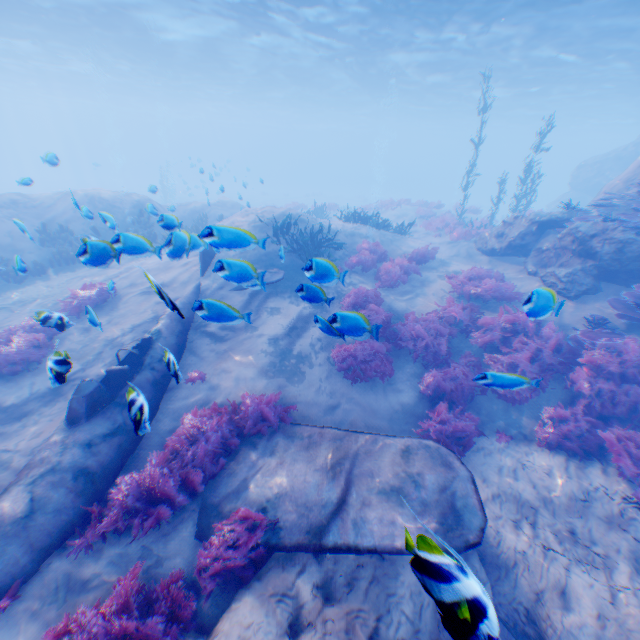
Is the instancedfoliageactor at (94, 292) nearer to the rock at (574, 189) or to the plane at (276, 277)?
the plane at (276, 277)

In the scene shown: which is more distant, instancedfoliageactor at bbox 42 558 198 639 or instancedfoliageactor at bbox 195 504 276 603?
instancedfoliageactor at bbox 195 504 276 603

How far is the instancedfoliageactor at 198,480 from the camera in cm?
471

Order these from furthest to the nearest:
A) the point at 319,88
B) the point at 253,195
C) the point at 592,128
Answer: the point at 592,128, the point at 253,195, the point at 319,88

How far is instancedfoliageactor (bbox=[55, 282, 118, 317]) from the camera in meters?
9.3 m

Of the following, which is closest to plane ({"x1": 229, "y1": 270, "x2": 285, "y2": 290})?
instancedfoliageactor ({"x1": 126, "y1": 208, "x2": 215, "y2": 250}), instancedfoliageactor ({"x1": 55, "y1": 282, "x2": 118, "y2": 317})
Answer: instancedfoliageactor ({"x1": 126, "y1": 208, "x2": 215, "y2": 250})

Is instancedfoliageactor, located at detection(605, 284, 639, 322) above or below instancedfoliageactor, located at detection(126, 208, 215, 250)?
below
